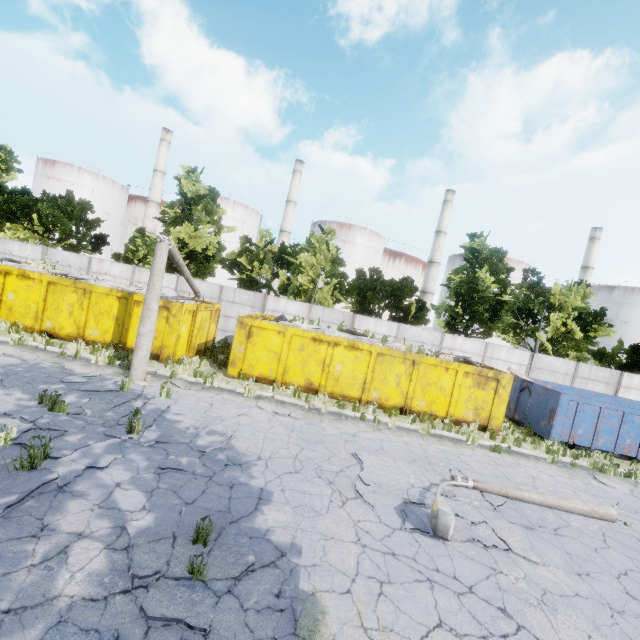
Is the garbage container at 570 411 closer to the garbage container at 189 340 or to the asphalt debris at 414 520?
the garbage container at 189 340

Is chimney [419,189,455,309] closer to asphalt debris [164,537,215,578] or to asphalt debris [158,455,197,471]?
asphalt debris [158,455,197,471]

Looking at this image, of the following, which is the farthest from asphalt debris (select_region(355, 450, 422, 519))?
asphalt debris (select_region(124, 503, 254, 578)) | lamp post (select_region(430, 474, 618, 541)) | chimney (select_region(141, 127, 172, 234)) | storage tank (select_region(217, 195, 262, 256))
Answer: chimney (select_region(141, 127, 172, 234))

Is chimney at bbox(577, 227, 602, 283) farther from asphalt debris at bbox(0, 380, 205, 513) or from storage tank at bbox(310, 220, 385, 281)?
asphalt debris at bbox(0, 380, 205, 513)

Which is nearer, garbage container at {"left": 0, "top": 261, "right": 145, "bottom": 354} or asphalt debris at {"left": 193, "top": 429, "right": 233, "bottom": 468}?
asphalt debris at {"left": 193, "top": 429, "right": 233, "bottom": 468}

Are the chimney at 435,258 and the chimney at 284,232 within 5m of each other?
no

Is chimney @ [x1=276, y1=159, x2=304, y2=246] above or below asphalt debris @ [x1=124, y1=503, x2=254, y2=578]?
above

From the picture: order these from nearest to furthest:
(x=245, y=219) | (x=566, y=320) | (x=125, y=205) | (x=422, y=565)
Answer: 1. (x=422, y=565)
2. (x=566, y=320)
3. (x=245, y=219)
4. (x=125, y=205)
